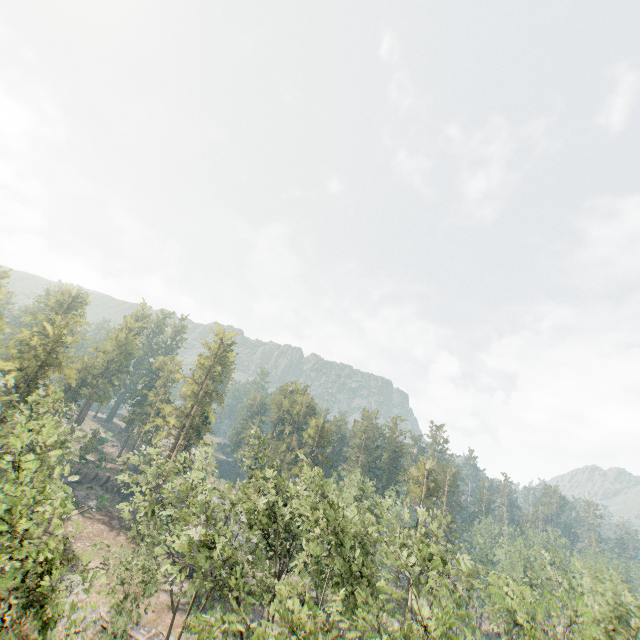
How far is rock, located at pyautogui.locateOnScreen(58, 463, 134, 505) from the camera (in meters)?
53.69

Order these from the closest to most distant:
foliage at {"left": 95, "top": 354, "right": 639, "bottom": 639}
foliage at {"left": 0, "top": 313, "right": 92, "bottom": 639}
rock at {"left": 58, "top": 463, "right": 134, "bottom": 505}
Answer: foliage at {"left": 0, "top": 313, "right": 92, "bottom": 639} → foliage at {"left": 95, "top": 354, "right": 639, "bottom": 639} → rock at {"left": 58, "top": 463, "right": 134, "bottom": 505}

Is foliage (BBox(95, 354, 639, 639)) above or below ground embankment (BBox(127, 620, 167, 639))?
A: above

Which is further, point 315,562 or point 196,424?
point 196,424

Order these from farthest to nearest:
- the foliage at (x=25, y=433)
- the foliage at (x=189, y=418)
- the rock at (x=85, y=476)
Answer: the rock at (x=85, y=476), the foliage at (x=189, y=418), the foliage at (x=25, y=433)

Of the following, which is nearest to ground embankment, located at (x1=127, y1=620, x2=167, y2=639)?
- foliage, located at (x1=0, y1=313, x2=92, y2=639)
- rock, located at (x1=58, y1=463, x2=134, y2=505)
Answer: foliage, located at (x1=0, y1=313, x2=92, y2=639)

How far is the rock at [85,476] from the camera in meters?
53.7
